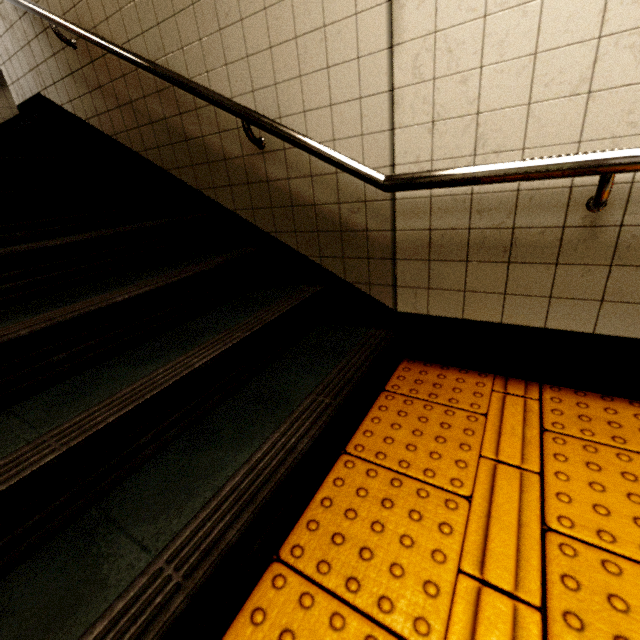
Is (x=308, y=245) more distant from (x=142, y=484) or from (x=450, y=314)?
(x=142, y=484)

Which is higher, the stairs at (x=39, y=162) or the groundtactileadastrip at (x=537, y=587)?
the stairs at (x=39, y=162)

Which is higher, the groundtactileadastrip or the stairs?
the stairs
